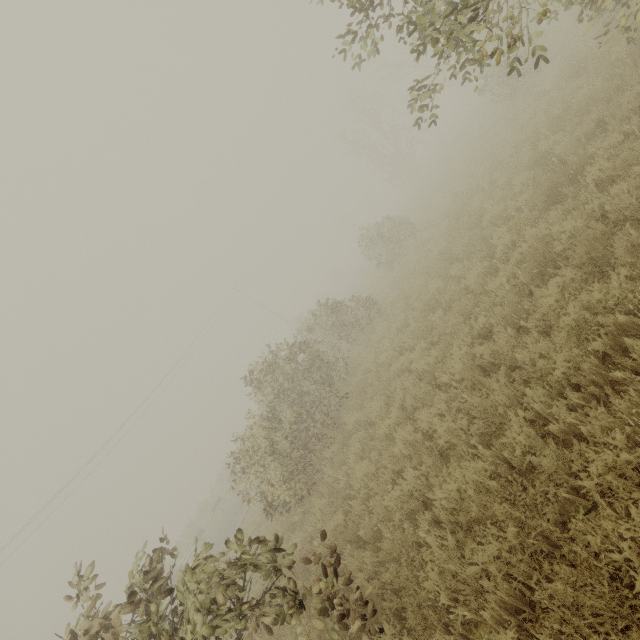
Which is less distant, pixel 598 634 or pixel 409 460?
pixel 598 634
